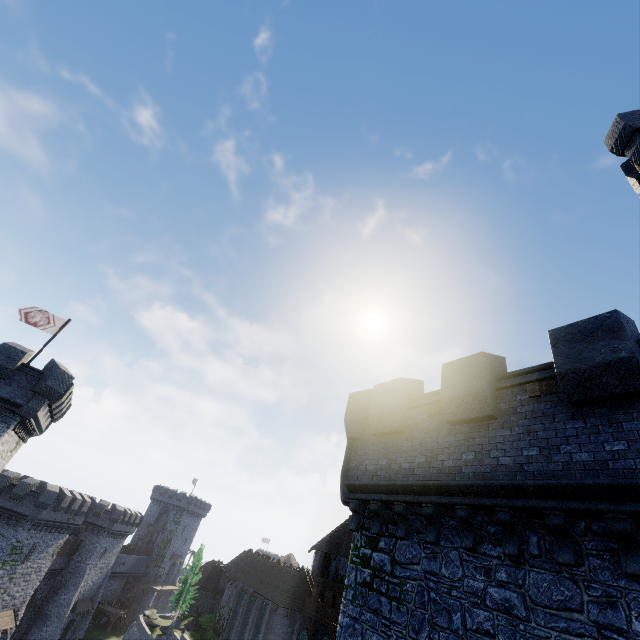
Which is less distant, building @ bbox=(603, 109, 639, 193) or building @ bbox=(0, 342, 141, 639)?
building @ bbox=(603, 109, 639, 193)

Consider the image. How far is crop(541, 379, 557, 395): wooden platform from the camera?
7.3 meters

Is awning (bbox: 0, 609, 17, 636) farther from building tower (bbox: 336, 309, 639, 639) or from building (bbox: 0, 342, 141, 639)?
building tower (bbox: 336, 309, 639, 639)

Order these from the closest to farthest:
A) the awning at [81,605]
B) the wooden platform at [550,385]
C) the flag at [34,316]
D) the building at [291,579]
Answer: the wooden platform at [550,385] < the flag at [34,316] < the building at [291,579] < the awning at [81,605]

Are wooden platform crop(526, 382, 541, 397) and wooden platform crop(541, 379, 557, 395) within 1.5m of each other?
yes

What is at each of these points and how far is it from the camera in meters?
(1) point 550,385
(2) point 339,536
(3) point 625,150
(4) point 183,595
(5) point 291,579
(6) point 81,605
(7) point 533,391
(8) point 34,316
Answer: (1) wooden platform, 7.5 m
(2) building, 46.2 m
(3) building, 15.6 m
(4) tree, 44.8 m
(5) building, 36.4 m
(6) awning, 48.3 m
(7) wooden platform, 7.7 m
(8) flag, 23.1 m

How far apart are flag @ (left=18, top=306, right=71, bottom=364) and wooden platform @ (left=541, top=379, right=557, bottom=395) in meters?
28.7 m

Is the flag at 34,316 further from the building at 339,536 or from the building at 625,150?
the building at 625,150
